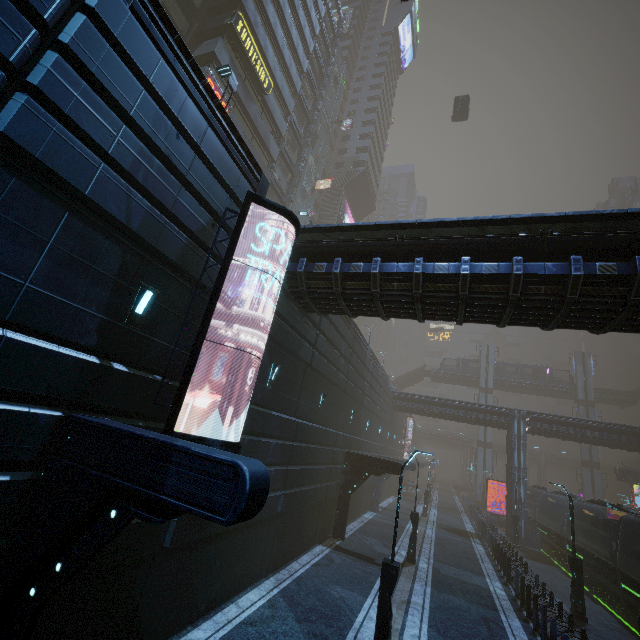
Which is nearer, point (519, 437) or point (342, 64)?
point (519, 437)

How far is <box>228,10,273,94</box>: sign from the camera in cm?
2233

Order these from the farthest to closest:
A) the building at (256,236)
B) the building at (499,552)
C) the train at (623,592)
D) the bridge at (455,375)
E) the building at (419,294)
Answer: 1. the bridge at (455,375)
2. the train at (623,592)
3. the building at (499,552)
4. the building at (256,236)
5. the building at (419,294)

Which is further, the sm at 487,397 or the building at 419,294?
the sm at 487,397

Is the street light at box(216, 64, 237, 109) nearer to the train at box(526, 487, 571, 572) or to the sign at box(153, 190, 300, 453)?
the sign at box(153, 190, 300, 453)

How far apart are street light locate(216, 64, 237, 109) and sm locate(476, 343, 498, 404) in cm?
5712

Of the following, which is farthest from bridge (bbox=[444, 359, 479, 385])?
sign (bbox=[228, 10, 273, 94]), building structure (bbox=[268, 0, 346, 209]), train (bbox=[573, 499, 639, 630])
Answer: sign (bbox=[228, 10, 273, 94])

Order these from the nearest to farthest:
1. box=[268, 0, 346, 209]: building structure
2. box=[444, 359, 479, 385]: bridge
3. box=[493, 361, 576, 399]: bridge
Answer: box=[268, 0, 346, 209]: building structure → box=[493, 361, 576, 399]: bridge → box=[444, 359, 479, 385]: bridge
